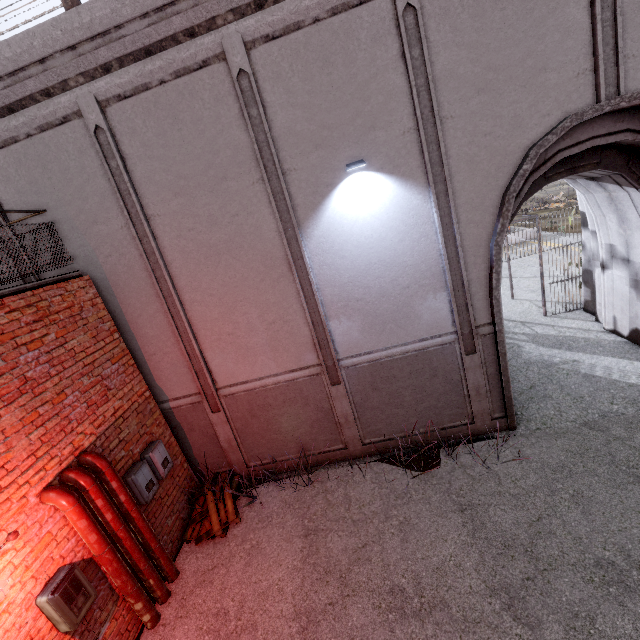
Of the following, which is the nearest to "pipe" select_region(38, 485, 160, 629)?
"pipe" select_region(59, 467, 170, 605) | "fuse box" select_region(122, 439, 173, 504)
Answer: "pipe" select_region(59, 467, 170, 605)

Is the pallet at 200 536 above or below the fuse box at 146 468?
below

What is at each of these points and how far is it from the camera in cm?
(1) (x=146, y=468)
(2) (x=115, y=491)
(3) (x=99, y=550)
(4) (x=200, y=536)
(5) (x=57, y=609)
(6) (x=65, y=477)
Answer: (1) fuse box, 535
(2) pipe, 461
(3) pipe, 416
(4) pallet, 557
(5) fuse box, 362
(6) pipe, 416

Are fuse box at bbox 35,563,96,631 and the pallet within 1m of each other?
no

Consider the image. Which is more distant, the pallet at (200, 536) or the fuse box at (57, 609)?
the pallet at (200, 536)

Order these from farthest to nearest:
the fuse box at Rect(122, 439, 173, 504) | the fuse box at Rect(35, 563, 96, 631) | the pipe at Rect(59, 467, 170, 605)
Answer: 1. the fuse box at Rect(122, 439, 173, 504)
2. the pipe at Rect(59, 467, 170, 605)
3. the fuse box at Rect(35, 563, 96, 631)

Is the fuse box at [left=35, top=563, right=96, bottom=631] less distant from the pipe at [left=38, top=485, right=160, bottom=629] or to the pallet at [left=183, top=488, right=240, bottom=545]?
the pipe at [left=38, top=485, right=160, bottom=629]

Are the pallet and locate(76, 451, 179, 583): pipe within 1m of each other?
yes
